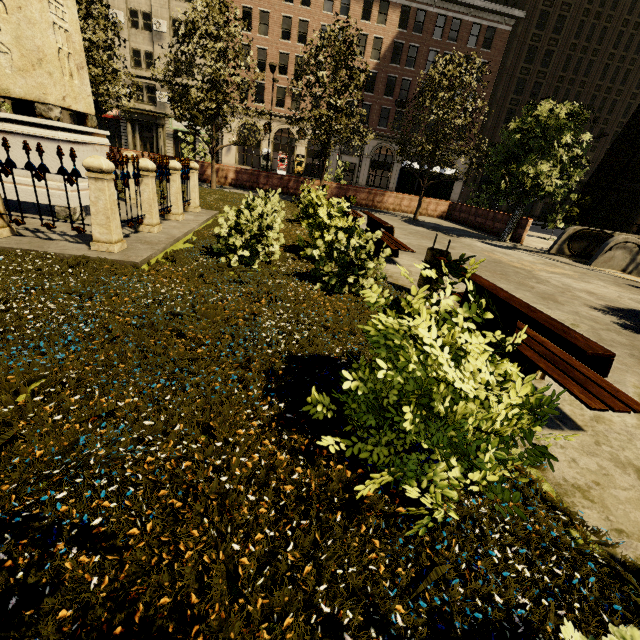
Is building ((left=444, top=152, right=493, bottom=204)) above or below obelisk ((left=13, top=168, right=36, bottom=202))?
above

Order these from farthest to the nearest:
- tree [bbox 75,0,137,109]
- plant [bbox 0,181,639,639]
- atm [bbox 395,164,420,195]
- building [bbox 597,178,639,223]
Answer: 1. building [bbox 597,178,639,223]
2. atm [bbox 395,164,420,195]
3. tree [bbox 75,0,137,109]
4. plant [bbox 0,181,639,639]

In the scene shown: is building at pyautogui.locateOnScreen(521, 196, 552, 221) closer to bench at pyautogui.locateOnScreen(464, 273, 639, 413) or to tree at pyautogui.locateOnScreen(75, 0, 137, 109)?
tree at pyautogui.locateOnScreen(75, 0, 137, 109)

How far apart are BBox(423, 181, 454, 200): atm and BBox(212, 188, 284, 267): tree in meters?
20.3 m

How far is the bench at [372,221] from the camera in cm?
754

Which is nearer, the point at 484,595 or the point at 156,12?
the point at 484,595

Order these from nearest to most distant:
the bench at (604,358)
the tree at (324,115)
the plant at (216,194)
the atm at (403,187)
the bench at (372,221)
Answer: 1. the bench at (604,358)
2. the bench at (372,221)
3. the plant at (216,194)
4. the tree at (324,115)
5. the atm at (403,187)

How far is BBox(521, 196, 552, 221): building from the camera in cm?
4350
